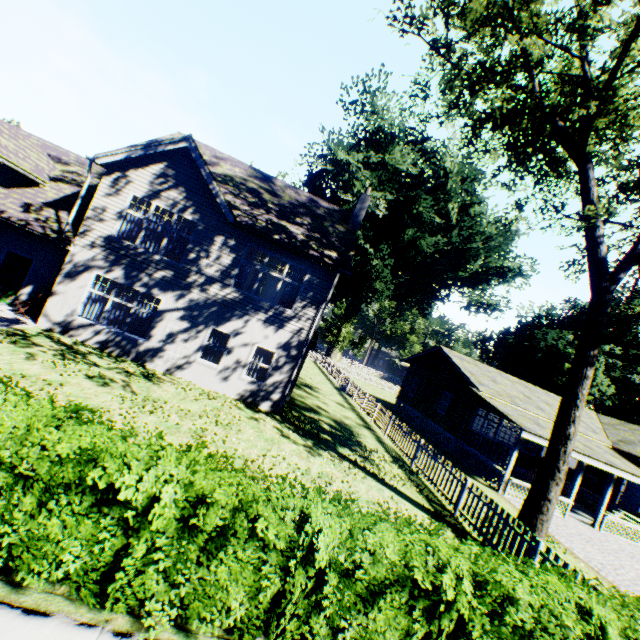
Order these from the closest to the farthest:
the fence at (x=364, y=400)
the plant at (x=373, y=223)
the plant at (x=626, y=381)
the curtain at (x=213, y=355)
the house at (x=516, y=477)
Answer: the fence at (x=364, y=400) < the curtain at (x=213, y=355) < the house at (x=516, y=477) < the plant at (x=373, y=223) < the plant at (x=626, y=381)

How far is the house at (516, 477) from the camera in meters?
16.0 m

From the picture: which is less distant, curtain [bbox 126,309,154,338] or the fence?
the fence

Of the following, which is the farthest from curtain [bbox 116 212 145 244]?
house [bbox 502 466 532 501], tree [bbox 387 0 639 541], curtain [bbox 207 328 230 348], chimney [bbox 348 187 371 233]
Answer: house [bbox 502 466 532 501]

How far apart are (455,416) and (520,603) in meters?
18.4 m

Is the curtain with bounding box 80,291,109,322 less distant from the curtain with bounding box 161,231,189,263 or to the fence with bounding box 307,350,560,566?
the curtain with bounding box 161,231,189,263

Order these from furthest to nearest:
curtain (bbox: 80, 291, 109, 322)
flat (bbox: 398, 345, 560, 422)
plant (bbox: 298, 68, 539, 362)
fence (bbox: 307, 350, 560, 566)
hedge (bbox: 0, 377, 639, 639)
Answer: plant (bbox: 298, 68, 539, 362)
flat (bbox: 398, 345, 560, 422)
curtain (bbox: 80, 291, 109, 322)
fence (bbox: 307, 350, 560, 566)
hedge (bbox: 0, 377, 639, 639)

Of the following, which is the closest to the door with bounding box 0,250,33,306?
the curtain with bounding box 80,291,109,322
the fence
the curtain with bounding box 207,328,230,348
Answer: the curtain with bounding box 80,291,109,322
